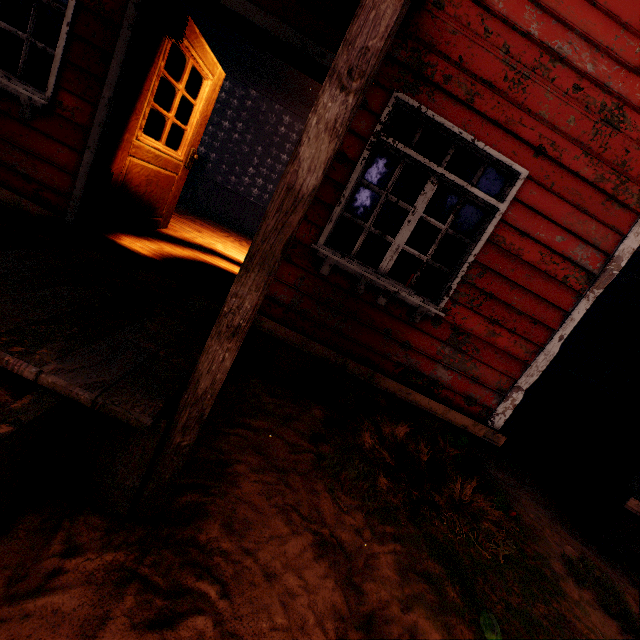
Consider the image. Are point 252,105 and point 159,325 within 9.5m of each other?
no

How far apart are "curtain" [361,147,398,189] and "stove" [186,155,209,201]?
8.25m

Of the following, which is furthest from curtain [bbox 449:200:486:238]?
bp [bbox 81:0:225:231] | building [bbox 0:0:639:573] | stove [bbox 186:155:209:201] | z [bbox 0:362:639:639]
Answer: stove [bbox 186:155:209:201]

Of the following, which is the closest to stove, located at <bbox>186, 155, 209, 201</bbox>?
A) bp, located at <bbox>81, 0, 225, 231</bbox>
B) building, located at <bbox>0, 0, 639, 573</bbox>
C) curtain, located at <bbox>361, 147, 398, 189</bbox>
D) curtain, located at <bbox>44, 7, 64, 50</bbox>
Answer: building, located at <bbox>0, 0, 639, 573</bbox>

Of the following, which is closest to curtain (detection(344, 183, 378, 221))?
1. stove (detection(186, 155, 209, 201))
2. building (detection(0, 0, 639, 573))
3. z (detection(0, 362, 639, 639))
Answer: building (detection(0, 0, 639, 573))

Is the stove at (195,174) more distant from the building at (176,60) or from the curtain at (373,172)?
the curtain at (373,172)

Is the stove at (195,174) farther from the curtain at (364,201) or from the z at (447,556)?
the curtain at (364,201)
